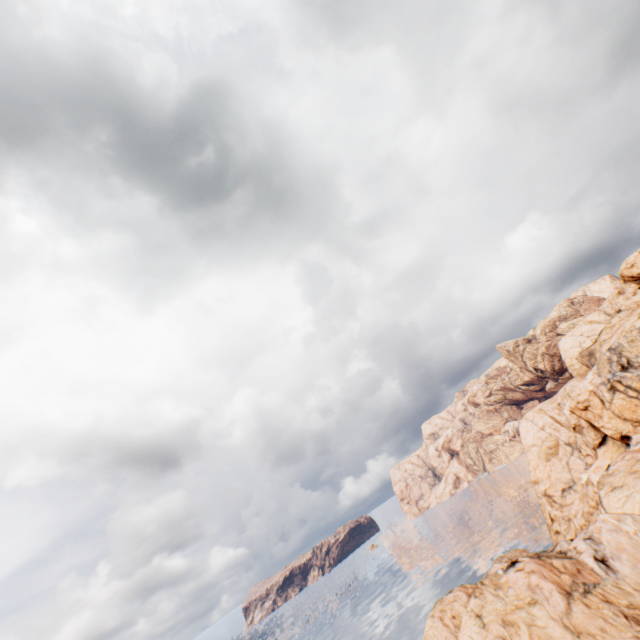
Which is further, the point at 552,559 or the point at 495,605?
the point at 552,559
